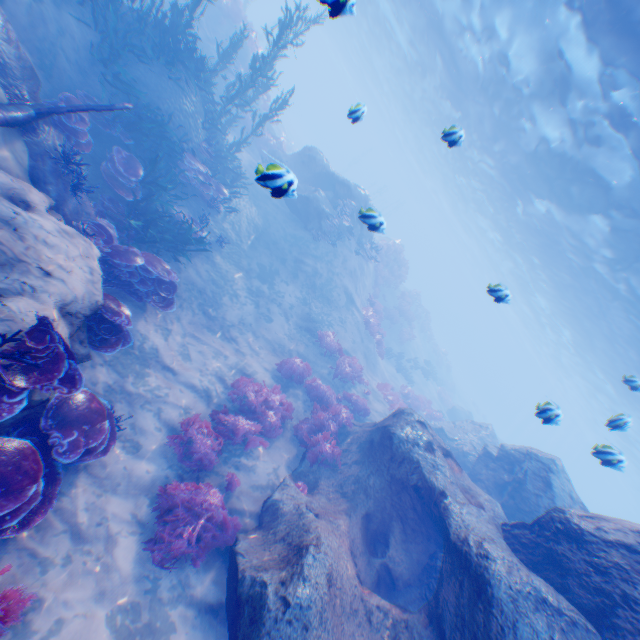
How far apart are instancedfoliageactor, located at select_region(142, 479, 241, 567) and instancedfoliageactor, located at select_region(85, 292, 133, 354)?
3.1 meters

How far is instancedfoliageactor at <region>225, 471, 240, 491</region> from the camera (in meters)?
7.33

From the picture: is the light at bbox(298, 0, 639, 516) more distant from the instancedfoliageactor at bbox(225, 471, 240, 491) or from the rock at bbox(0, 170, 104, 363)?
the instancedfoliageactor at bbox(225, 471, 240, 491)

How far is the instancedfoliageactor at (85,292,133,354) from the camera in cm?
590

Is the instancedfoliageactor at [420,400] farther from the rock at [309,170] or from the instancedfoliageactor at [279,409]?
the instancedfoliageactor at [279,409]

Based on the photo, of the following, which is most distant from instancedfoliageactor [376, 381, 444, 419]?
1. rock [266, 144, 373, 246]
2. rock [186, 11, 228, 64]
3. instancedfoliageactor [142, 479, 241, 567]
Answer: rock [186, 11, 228, 64]

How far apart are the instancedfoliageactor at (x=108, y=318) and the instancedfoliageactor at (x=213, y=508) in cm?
311

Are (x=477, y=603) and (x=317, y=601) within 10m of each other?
yes
